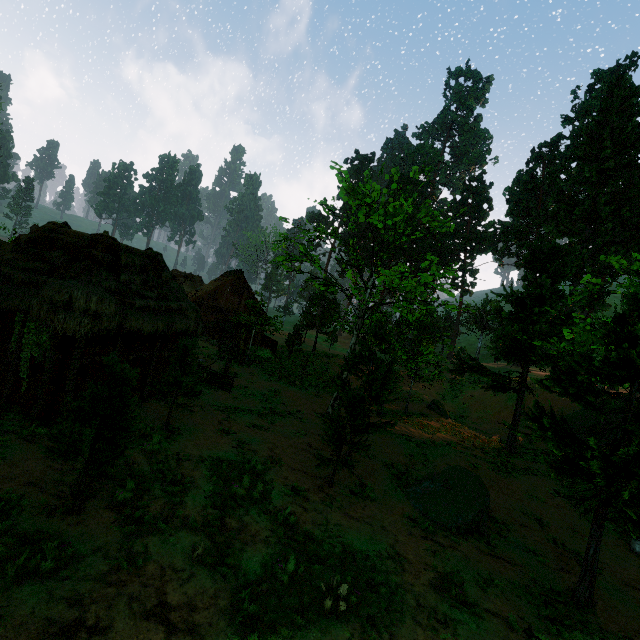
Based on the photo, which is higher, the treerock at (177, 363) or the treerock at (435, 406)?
the treerock at (177, 363)

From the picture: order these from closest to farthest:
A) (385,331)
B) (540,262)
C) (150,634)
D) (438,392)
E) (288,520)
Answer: (150,634) < (288,520) < (385,331) < (540,262) < (438,392)

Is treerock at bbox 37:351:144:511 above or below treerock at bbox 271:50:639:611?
below

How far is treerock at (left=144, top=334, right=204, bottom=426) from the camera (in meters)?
11.97

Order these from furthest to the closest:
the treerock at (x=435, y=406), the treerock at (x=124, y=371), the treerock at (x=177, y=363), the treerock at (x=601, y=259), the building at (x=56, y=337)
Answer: the treerock at (x=435, y=406)
the treerock at (x=177, y=363)
the building at (x=56, y=337)
the treerock at (x=601, y=259)
the treerock at (x=124, y=371)

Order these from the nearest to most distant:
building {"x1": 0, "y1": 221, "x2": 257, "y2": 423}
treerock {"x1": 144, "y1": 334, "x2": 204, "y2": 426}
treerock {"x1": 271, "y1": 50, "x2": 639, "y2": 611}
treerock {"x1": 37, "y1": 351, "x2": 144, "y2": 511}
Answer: treerock {"x1": 37, "y1": 351, "x2": 144, "y2": 511}, treerock {"x1": 271, "y1": 50, "x2": 639, "y2": 611}, building {"x1": 0, "y1": 221, "x2": 257, "y2": 423}, treerock {"x1": 144, "y1": 334, "x2": 204, "y2": 426}
